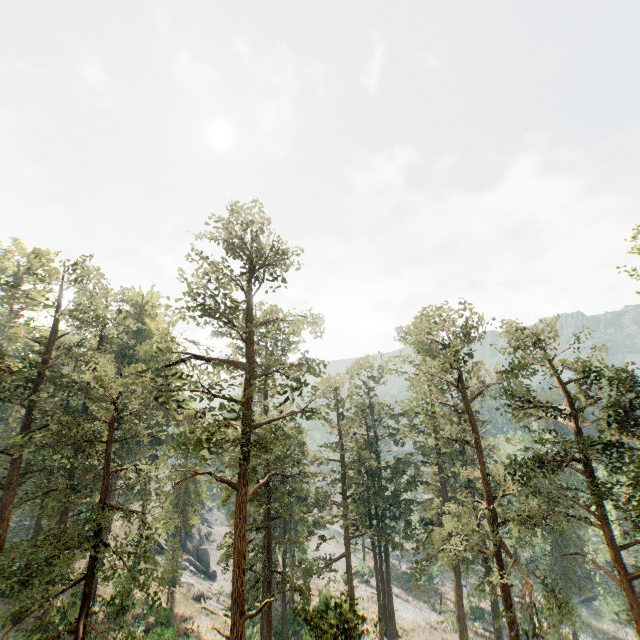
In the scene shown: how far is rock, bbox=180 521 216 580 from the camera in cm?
4930

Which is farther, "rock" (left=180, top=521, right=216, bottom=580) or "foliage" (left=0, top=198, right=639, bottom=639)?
"rock" (left=180, top=521, right=216, bottom=580)

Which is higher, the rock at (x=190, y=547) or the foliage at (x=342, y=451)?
the foliage at (x=342, y=451)

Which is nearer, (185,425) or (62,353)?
(185,425)

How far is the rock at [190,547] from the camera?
49.30m

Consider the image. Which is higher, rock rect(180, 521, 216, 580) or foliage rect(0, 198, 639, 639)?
foliage rect(0, 198, 639, 639)
